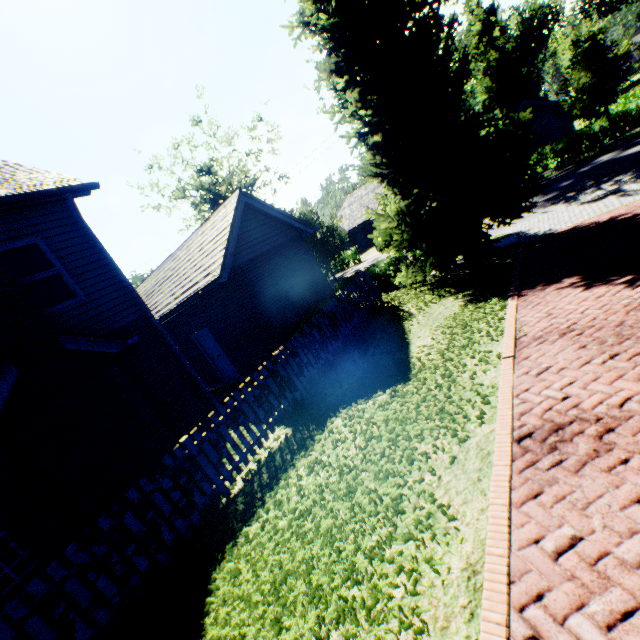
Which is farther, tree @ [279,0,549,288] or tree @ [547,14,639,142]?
tree @ [547,14,639,142]

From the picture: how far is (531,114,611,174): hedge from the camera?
21.5m

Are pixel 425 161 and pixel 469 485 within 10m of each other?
no

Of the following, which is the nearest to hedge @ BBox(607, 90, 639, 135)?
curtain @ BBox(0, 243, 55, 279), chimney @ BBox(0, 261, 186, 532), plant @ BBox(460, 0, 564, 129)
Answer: plant @ BBox(460, 0, 564, 129)

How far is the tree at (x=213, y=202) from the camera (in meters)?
34.64

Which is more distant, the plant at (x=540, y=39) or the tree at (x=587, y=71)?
the plant at (x=540, y=39)

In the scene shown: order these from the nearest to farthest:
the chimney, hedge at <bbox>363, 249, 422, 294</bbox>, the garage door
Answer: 1. the chimney
2. hedge at <bbox>363, 249, 422, 294</bbox>
3. the garage door

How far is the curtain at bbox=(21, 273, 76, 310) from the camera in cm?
716
